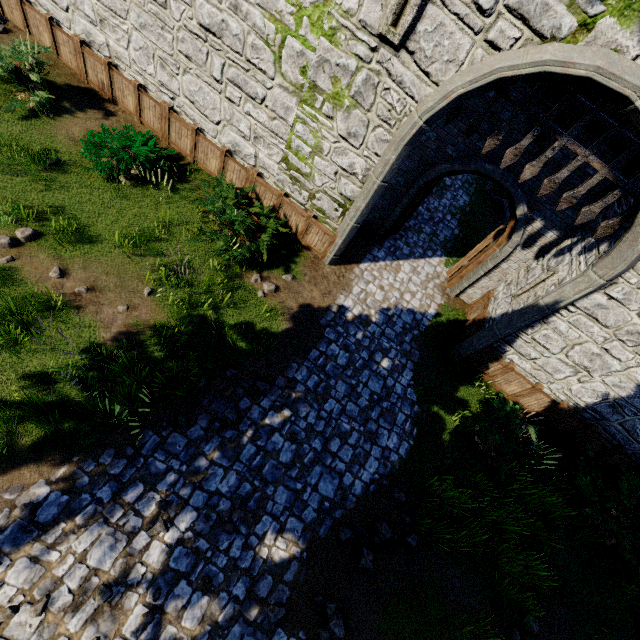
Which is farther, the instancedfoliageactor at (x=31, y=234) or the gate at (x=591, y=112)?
the instancedfoliageactor at (x=31, y=234)

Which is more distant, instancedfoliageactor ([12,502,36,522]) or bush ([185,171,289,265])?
bush ([185,171,289,265])

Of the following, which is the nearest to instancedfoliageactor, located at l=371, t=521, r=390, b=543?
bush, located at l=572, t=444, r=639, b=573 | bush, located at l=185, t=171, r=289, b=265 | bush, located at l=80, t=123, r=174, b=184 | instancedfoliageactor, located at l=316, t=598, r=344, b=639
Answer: instancedfoliageactor, located at l=316, t=598, r=344, b=639

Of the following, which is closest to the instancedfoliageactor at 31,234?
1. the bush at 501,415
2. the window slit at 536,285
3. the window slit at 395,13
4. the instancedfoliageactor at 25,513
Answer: the instancedfoliageactor at 25,513

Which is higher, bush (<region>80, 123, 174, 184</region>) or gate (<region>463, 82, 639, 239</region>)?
gate (<region>463, 82, 639, 239</region>)

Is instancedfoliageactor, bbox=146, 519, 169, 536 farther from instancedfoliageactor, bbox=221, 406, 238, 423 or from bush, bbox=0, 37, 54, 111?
bush, bbox=0, 37, 54, 111

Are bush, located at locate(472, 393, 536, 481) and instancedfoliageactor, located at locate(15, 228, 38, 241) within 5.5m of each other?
no

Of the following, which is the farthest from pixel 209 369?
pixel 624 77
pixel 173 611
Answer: pixel 624 77
